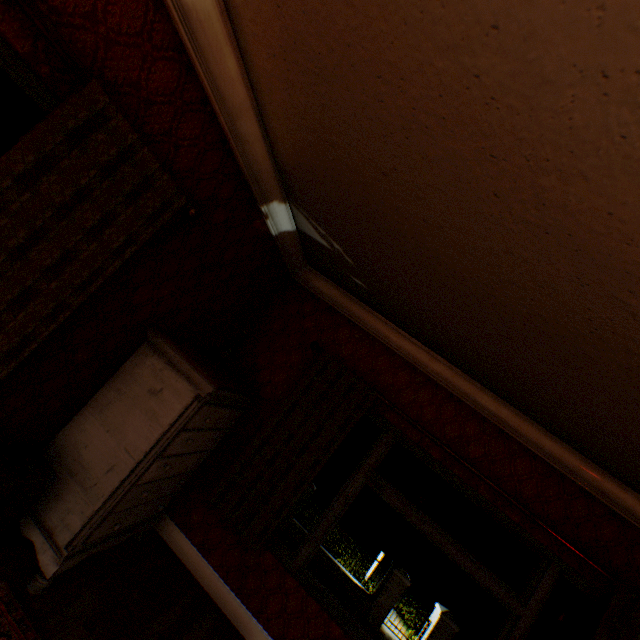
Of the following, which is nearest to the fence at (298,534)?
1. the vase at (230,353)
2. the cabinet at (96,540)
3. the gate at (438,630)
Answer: the gate at (438,630)

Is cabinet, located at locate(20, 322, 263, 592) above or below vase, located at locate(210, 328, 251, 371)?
below

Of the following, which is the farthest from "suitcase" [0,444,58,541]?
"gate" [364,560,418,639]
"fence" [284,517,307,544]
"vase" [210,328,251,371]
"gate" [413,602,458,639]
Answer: "gate" [413,602,458,639]

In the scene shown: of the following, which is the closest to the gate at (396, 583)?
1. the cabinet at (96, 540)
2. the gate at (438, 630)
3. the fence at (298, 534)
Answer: the fence at (298, 534)

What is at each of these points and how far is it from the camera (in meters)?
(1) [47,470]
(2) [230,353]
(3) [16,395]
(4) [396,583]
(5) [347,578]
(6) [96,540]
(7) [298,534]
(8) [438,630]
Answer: (1) suitcase, 2.04
(2) vase, 2.85
(3) building, 1.96
(4) gate, 14.29
(5) fence, 14.65
(6) cabinet, 2.33
(7) fence, 15.43
(8) gate, 13.61

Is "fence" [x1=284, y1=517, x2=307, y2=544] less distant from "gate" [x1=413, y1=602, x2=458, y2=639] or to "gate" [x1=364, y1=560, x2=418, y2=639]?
"gate" [x1=364, y1=560, x2=418, y2=639]

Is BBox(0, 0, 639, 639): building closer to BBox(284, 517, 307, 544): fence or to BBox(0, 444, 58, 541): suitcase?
BBox(0, 444, 58, 541): suitcase

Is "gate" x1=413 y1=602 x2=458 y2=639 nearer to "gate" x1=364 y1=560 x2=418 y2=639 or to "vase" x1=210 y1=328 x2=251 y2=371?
"gate" x1=364 y1=560 x2=418 y2=639
